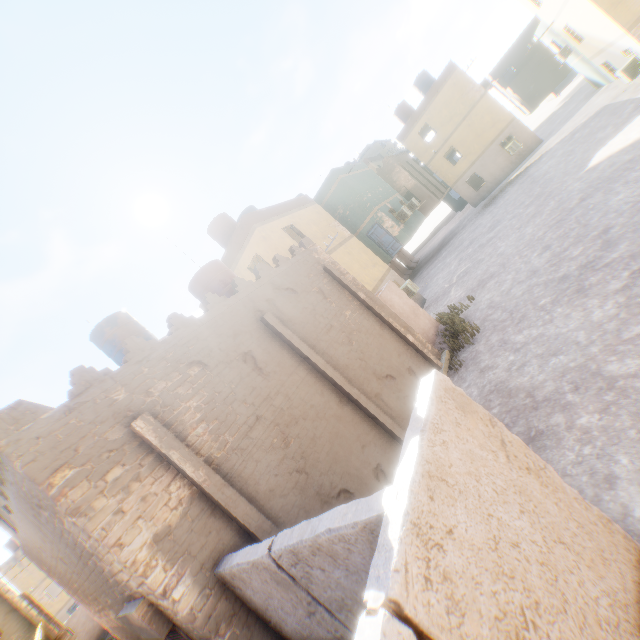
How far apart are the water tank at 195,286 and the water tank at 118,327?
2.4 meters

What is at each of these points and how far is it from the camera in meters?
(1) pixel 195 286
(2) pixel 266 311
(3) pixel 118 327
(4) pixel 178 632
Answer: (1) water tank, 11.2 m
(2) building, 8.1 m
(3) water tank, 11.7 m
(4) shutter, 4.6 m

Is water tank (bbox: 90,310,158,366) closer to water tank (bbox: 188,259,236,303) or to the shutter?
water tank (bbox: 188,259,236,303)

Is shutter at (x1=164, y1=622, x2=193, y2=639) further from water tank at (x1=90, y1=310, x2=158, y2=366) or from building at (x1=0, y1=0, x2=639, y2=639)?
water tank at (x1=90, y1=310, x2=158, y2=366)

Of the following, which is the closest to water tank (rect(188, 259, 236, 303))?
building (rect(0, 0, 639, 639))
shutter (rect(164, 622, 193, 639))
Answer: building (rect(0, 0, 639, 639))

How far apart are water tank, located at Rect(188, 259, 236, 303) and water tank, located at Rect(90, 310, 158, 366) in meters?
2.4 m

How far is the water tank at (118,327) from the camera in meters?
11.6 m
